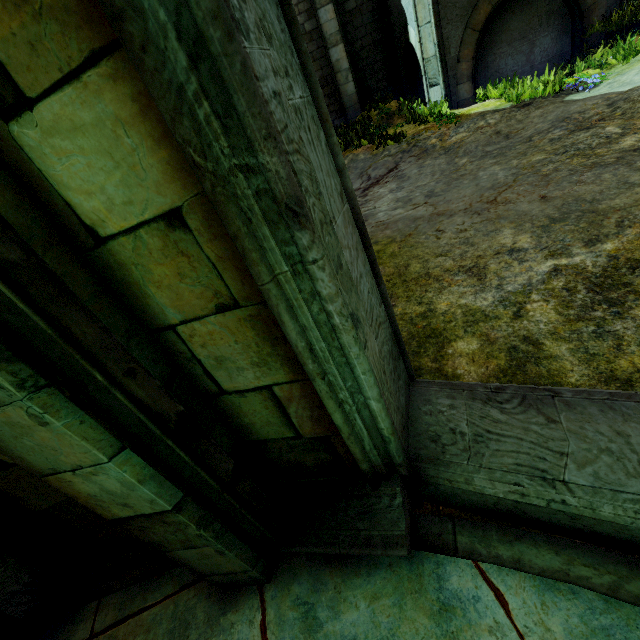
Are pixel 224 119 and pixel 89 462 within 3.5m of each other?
yes

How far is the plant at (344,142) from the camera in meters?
8.3

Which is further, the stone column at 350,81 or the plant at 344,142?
the stone column at 350,81

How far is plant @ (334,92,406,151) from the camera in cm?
834

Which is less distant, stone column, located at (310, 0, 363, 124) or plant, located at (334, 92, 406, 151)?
plant, located at (334, 92, 406, 151)

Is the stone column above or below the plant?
above
